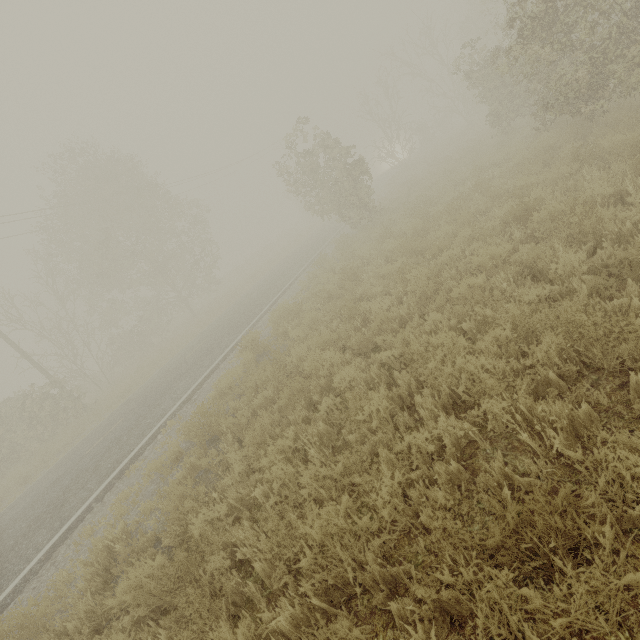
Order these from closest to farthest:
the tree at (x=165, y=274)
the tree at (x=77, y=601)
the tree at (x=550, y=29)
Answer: the tree at (x=77, y=601)
the tree at (x=550, y=29)
the tree at (x=165, y=274)

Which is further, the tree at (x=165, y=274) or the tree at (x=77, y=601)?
the tree at (x=165, y=274)

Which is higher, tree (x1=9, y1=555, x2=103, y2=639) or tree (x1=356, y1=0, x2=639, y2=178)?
tree (x1=356, y1=0, x2=639, y2=178)

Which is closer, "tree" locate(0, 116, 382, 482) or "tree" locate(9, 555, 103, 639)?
"tree" locate(9, 555, 103, 639)

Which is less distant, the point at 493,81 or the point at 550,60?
the point at 550,60

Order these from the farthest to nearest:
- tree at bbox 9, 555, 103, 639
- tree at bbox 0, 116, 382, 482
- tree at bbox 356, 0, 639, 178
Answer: tree at bbox 0, 116, 382, 482, tree at bbox 356, 0, 639, 178, tree at bbox 9, 555, 103, 639
